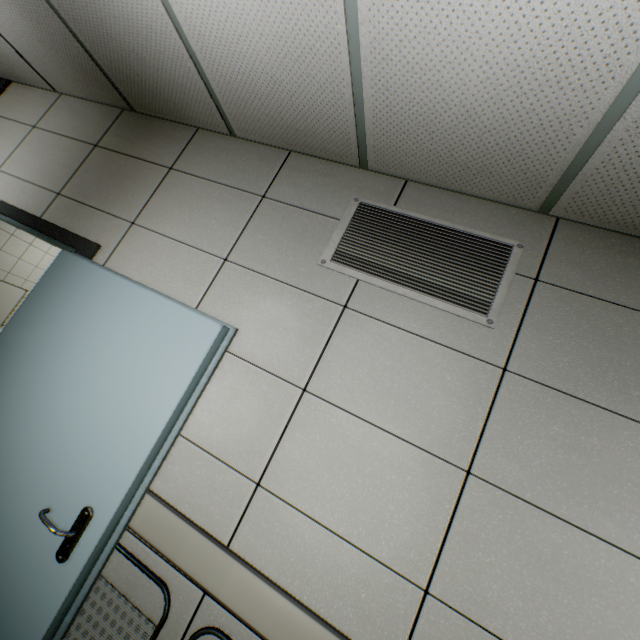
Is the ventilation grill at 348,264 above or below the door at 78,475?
above

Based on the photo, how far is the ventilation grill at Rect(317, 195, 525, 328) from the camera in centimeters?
160cm

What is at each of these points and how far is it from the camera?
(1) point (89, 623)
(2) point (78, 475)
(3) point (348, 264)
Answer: (1) chair, 1.34m
(2) door, 1.48m
(3) ventilation grill, 1.79m

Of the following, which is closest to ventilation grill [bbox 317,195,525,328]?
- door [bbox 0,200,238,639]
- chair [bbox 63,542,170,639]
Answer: door [bbox 0,200,238,639]

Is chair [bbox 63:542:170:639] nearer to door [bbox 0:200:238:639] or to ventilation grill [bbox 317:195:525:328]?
door [bbox 0:200:238:639]

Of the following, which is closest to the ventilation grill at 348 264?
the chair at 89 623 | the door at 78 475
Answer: the door at 78 475
